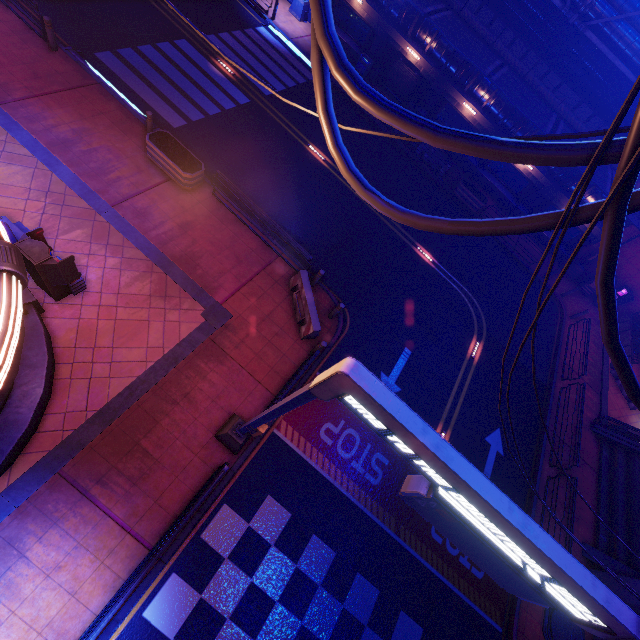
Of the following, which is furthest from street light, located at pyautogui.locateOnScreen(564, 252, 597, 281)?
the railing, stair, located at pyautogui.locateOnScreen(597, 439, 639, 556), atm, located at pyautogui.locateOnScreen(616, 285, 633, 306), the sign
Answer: the railing

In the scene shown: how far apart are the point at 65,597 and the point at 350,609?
7.2m

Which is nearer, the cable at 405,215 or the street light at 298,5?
the cable at 405,215

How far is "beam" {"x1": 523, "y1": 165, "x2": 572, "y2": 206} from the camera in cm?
2080

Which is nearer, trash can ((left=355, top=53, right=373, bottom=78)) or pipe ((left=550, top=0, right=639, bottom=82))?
pipe ((left=550, top=0, right=639, bottom=82))

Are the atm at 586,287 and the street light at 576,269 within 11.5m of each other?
yes

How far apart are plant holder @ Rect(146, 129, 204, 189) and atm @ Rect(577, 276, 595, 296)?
25.42m

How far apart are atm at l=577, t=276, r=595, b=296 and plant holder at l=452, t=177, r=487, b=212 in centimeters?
942cm
